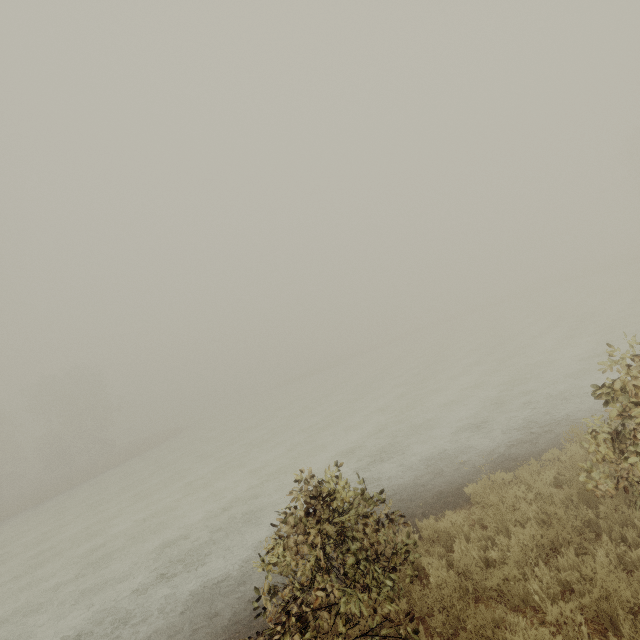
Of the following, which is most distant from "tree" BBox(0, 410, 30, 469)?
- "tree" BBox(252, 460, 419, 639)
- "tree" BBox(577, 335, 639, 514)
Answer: "tree" BBox(577, 335, 639, 514)

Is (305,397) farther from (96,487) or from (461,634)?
(461,634)

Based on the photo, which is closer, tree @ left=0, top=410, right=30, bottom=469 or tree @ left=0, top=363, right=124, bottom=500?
tree @ left=0, top=363, right=124, bottom=500

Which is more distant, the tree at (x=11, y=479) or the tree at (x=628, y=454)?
the tree at (x=11, y=479)

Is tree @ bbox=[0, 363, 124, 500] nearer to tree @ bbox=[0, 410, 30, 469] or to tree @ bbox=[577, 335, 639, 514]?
tree @ bbox=[0, 410, 30, 469]

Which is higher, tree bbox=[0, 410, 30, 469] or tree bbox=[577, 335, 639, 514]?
tree bbox=[0, 410, 30, 469]

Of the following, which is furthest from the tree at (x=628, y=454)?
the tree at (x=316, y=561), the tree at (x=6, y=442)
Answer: the tree at (x=6, y=442)

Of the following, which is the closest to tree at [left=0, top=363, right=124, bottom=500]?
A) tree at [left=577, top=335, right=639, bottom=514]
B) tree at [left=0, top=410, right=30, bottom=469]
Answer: tree at [left=0, top=410, right=30, bottom=469]
